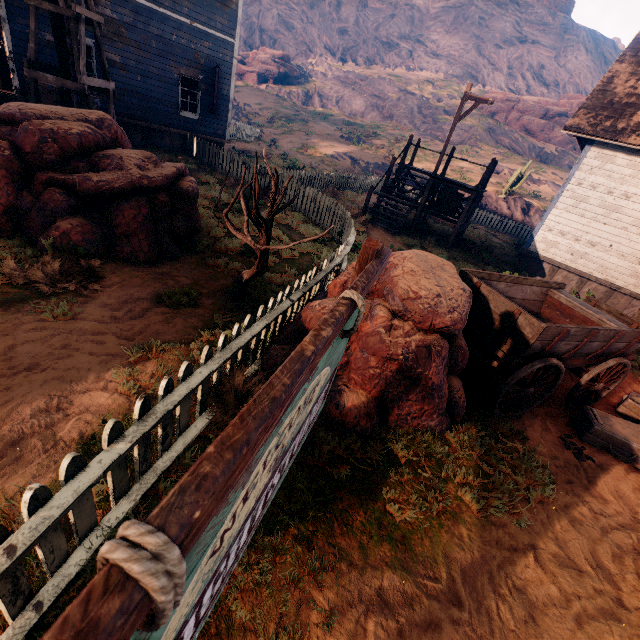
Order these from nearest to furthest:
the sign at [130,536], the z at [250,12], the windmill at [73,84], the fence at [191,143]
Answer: the sign at [130,536] < the windmill at [73,84] < the fence at [191,143] < the z at [250,12]

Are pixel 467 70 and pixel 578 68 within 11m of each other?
no

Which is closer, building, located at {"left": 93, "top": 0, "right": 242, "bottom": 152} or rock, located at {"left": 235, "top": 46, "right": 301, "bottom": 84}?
building, located at {"left": 93, "top": 0, "right": 242, "bottom": 152}

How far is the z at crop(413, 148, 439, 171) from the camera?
30.17m

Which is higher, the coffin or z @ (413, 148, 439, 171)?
z @ (413, 148, 439, 171)

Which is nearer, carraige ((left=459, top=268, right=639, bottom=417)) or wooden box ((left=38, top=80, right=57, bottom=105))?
carraige ((left=459, top=268, right=639, bottom=417))

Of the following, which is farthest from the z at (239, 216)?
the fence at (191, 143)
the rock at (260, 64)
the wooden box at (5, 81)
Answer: the rock at (260, 64)

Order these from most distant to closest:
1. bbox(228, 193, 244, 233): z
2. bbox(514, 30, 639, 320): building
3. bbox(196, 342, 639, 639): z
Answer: bbox(514, 30, 639, 320): building, bbox(228, 193, 244, 233): z, bbox(196, 342, 639, 639): z
